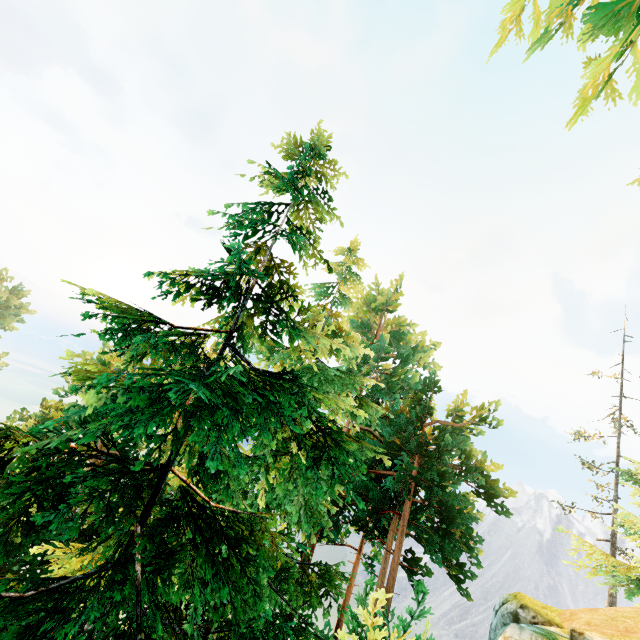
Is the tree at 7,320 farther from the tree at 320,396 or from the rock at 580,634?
the rock at 580,634

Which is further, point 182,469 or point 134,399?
point 182,469

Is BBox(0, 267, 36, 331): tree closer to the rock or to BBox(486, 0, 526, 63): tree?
BBox(486, 0, 526, 63): tree

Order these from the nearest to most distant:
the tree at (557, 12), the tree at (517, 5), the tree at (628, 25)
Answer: the tree at (628, 25) < the tree at (557, 12) < the tree at (517, 5)

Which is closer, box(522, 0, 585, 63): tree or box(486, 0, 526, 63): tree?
box(522, 0, 585, 63): tree

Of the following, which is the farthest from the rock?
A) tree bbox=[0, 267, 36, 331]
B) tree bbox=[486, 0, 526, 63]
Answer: tree bbox=[0, 267, 36, 331]
